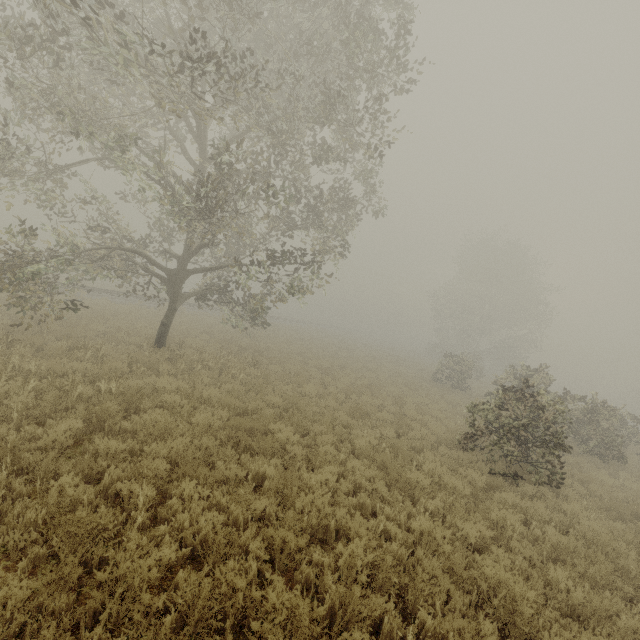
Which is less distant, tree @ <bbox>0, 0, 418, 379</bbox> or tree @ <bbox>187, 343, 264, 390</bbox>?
tree @ <bbox>0, 0, 418, 379</bbox>

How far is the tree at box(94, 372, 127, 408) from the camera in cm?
777

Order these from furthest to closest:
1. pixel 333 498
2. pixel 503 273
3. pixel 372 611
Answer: pixel 503 273 < pixel 333 498 < pixel 372 611

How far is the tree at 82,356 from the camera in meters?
9.2 m

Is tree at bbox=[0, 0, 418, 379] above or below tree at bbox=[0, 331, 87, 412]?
above
